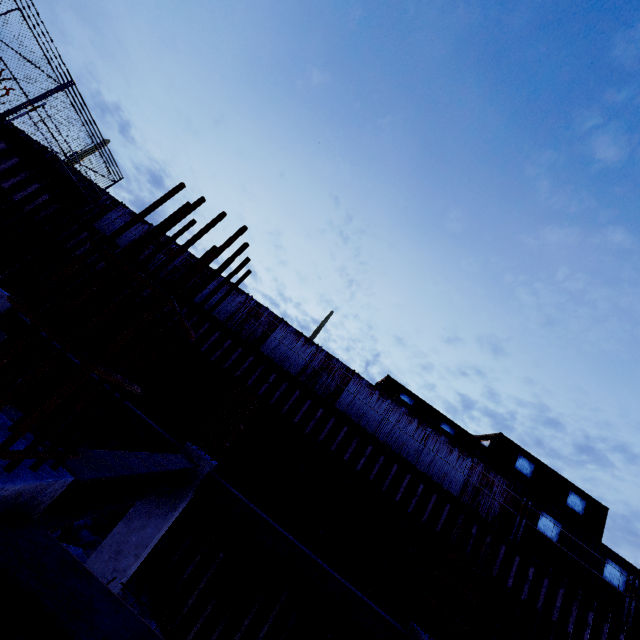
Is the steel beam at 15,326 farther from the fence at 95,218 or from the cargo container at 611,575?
the cargo container at 611,575

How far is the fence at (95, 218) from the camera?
15.0m

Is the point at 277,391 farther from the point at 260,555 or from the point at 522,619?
the point at 522,619

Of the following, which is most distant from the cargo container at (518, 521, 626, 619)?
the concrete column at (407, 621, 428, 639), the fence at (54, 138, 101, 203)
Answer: the concrete column at (407, 621, 428, 639)

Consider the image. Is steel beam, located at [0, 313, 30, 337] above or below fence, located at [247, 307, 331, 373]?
below

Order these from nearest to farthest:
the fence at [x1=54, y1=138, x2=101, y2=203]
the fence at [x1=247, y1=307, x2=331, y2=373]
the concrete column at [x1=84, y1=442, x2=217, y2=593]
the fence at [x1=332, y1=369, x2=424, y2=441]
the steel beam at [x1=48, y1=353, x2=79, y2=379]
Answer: the concrete column at [x1=84, y1=442, x2=217, y2=593] < the steel beam at [x1=48, y1=353, x2=79, y2=379] < the fence at [x1=54, y1=138, x2=101, y2=203] < the fence at [x1=332, y1=369, x2=424, y2=441] < the fence at [x1=247, y1=307, x2=331, y2=373]

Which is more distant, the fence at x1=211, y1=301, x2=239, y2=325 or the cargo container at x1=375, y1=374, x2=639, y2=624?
the fence at x1=211, y1=301, x2=239, y2=325

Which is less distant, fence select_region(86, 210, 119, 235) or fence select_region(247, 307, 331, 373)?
fence select_region(247, 307, 331, 373)
